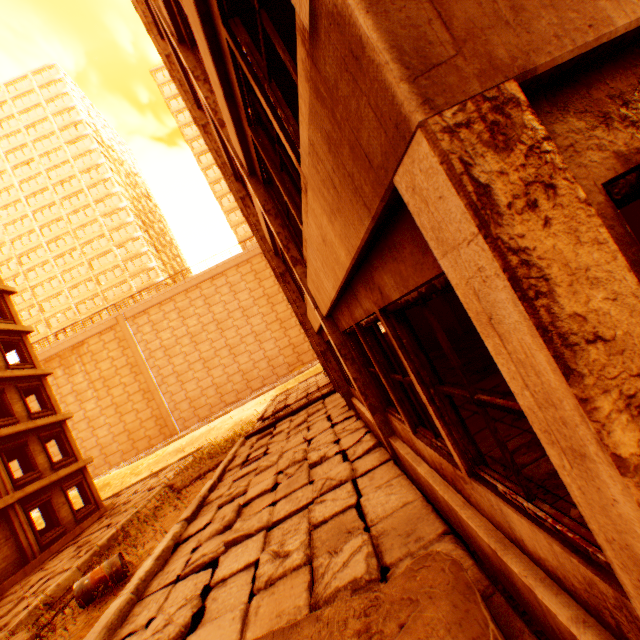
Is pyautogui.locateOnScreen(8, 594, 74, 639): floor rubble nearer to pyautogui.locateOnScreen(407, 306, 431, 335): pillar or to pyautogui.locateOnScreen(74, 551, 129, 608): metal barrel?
pyautogui.locateOnScreen(74, 551, 129, 608): metal barrel

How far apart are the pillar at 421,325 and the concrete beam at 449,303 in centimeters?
464cm

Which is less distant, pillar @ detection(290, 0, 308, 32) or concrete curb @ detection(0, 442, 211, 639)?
pillar @ detection(290, 0, 308, 32)

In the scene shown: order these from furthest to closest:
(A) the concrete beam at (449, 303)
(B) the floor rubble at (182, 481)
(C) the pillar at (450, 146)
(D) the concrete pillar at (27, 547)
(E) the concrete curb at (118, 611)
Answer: (D) the concrete pillar at (27, 547)
(B) the floor rubble at (182, 481)
(A) the concrete beam at (449, 303)
(E) the concrete curb at (118, 611)
(C) the pillar at (450, 146)

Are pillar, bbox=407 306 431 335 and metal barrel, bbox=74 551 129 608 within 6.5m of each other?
no

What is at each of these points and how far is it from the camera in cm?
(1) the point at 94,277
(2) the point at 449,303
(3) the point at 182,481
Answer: (1) building, 5425
(2) concrete beam, 1106
(3) floor rubble, 1492

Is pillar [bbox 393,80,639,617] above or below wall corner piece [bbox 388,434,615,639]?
above
